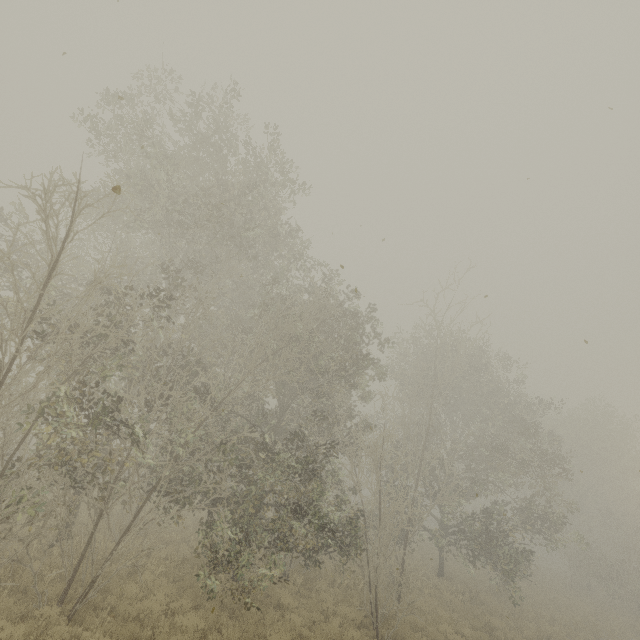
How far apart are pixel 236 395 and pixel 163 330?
4.7m
